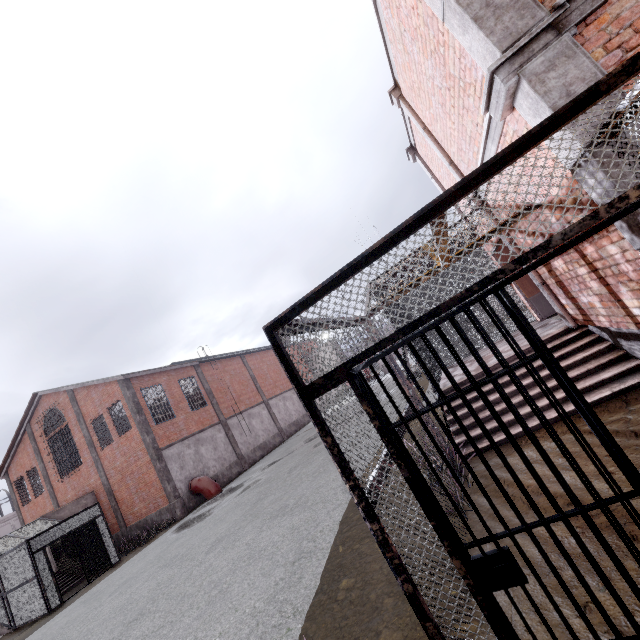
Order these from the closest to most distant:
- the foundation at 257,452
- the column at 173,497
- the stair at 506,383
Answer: the stair at 506,383, the column at 173,497, the foundation at 257,452

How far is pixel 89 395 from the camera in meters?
21.2 m

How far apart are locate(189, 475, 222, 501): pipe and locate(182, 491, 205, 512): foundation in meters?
0.1

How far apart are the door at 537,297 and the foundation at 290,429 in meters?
25.4 m

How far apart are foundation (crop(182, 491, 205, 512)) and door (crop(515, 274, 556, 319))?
20.28m

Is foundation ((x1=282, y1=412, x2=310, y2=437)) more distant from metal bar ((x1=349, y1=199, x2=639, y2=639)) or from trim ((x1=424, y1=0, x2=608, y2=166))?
metal bar ((x1=349, y1=199, x2=639, y2=639))

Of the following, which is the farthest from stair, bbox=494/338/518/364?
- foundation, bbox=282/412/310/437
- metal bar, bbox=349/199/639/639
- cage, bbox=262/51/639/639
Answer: foundation, bbox=282/412/310/437

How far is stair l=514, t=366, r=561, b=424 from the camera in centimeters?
491cm
